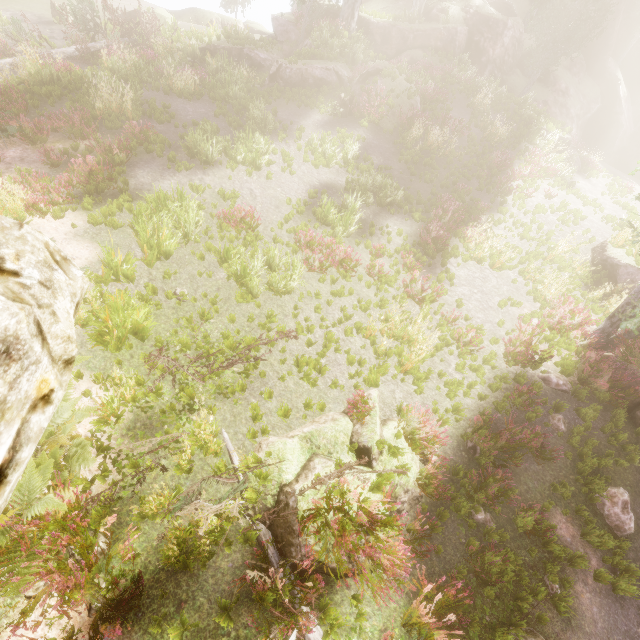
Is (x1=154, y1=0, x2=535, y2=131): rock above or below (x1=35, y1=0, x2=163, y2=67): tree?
above

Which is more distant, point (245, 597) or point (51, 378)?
point (245, 597)

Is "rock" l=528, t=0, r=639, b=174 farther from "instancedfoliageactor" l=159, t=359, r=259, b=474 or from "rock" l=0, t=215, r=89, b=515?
"rock" l=0, t=215, r=89, b=515

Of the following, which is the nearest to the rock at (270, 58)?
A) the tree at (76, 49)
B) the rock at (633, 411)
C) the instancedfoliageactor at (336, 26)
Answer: the instancedfoliageactor at (336, 26)

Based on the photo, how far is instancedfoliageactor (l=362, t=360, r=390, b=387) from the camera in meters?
7.4 m

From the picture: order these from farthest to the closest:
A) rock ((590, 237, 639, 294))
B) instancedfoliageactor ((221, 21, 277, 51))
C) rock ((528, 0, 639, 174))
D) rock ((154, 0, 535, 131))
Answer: rock ((528, 0, 639, 174)) → instancedfoliageactor ((221, 21, 277, 51)) → rock ((154, 0, 535, 131)) → rock ((590, 237, 639, 294))

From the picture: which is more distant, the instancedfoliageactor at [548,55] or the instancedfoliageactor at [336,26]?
the instancedfoliageactor at [336,26]

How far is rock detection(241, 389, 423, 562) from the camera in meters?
5.4 m
